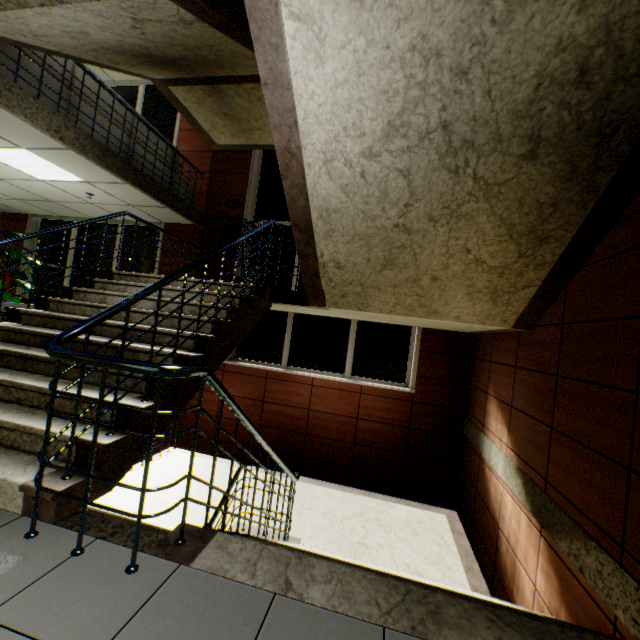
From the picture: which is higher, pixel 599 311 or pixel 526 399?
pixel 599 311

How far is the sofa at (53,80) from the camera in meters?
4.1

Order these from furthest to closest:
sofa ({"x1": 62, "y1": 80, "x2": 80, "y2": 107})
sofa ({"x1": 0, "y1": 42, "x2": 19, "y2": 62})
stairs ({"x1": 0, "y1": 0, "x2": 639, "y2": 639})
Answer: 1. sofa ({"x1": 62, "y1": 80, "x2": 80, "y2": 107})
2. sofa ({"x1": 0, "y1": 42, "x2": 19, "y2": 62})
3. stairs ({"x1": 0, "y1": 0, "x2": 639, "y2": 639})

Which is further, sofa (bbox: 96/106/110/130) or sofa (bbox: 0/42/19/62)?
sofa (bbox: 96/106/110/130)

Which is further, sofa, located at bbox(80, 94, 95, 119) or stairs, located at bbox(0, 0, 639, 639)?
sofa, located at bbox(80, 94, 95, 119)

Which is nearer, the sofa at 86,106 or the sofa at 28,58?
the sofa at 28,58
